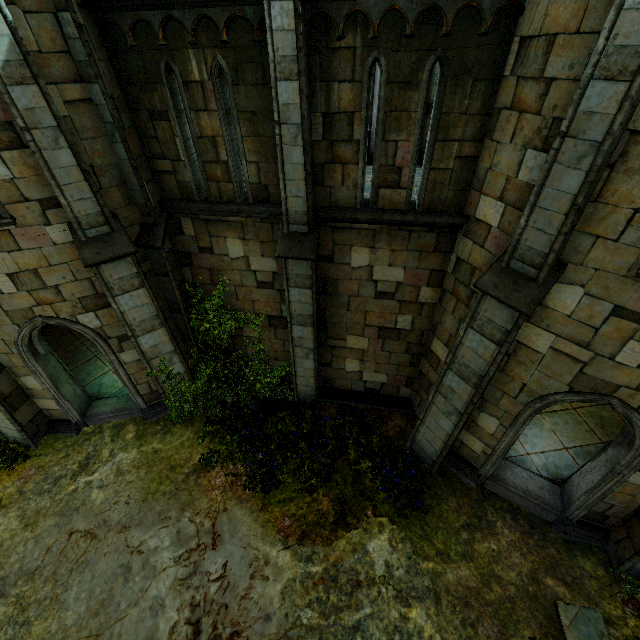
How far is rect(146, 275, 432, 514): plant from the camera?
8.3m

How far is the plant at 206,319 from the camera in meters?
8.3

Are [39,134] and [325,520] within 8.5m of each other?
no
